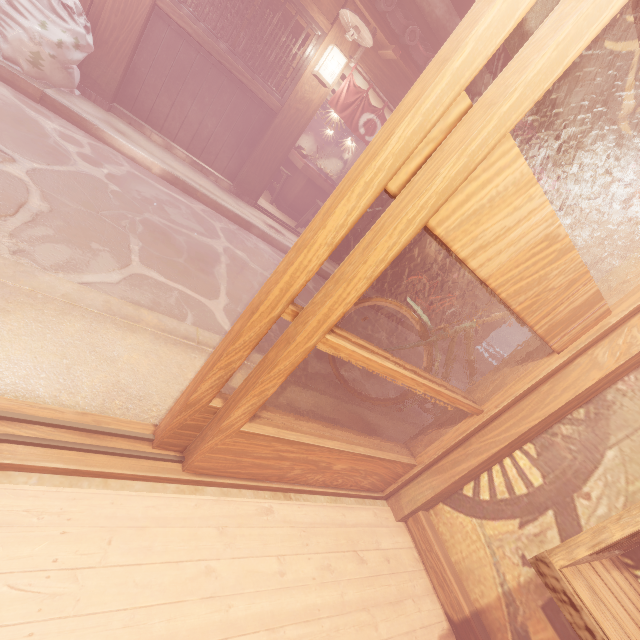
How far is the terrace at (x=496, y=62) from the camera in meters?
10.5 m

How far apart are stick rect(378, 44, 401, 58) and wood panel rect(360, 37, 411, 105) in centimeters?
6cm

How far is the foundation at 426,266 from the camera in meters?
14.5 m

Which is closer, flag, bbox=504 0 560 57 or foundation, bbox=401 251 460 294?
flag, bbox=504 0 560 57

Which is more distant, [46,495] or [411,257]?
[411,257]

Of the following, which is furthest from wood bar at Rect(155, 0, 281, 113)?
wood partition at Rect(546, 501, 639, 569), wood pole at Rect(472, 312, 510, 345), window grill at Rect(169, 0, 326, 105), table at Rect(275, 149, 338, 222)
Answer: wood pole at Rect(472, 312, 510, 345)

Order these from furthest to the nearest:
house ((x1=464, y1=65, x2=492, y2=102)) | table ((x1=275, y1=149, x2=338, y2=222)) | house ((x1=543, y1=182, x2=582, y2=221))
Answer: house ((x1=543, y1=182, x2=582, y2=221)) < table ((x1=275, y1=149, x2=338, y2=222)) < house ((x1=464, y1=65, x2=492, y2=102))

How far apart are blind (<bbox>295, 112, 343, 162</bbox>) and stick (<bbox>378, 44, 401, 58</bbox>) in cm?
1408
